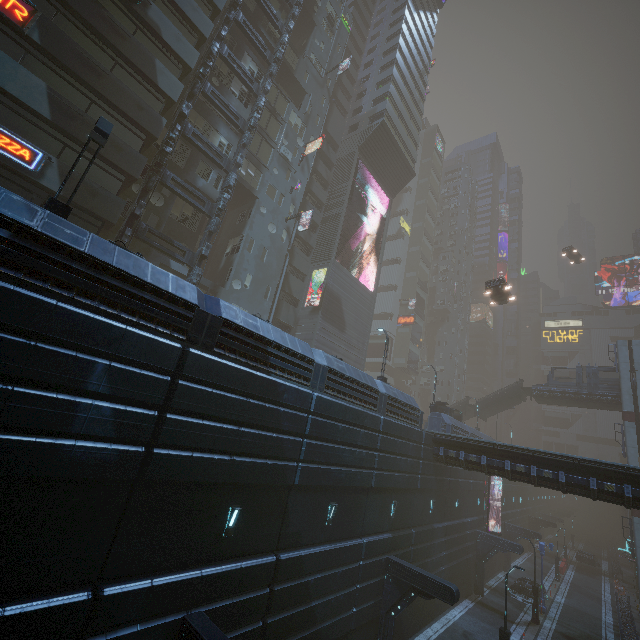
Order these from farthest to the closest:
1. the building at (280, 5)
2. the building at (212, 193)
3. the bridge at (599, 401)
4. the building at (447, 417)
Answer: the bridge at (599, 401), the building at (280, 5), the building at (447, 417), the building at (212, 193)

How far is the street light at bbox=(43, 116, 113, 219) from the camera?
9.38m

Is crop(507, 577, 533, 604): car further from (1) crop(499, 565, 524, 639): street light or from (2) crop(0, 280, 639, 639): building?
(1) crop(499, 565, 524, 639): street light

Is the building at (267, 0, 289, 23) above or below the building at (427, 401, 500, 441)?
above

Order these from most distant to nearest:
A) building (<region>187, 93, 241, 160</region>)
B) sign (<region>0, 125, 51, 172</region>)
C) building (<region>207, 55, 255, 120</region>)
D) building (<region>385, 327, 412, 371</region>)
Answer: building (<region>385, 327, 412, 371</region>) < building (<region>207, 55, 255, 120</region>) < building (<region>187, 93, 241, 160</region>) < sign (<region>0, 125, 51, 172</region>)

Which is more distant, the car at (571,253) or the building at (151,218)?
the car at (571,253)

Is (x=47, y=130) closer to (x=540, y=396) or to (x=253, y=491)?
(x=253, y=491)

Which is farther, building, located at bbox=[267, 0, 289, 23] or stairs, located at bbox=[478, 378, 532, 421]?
stairs, located at bbox=[478, 378, 532, 421]
